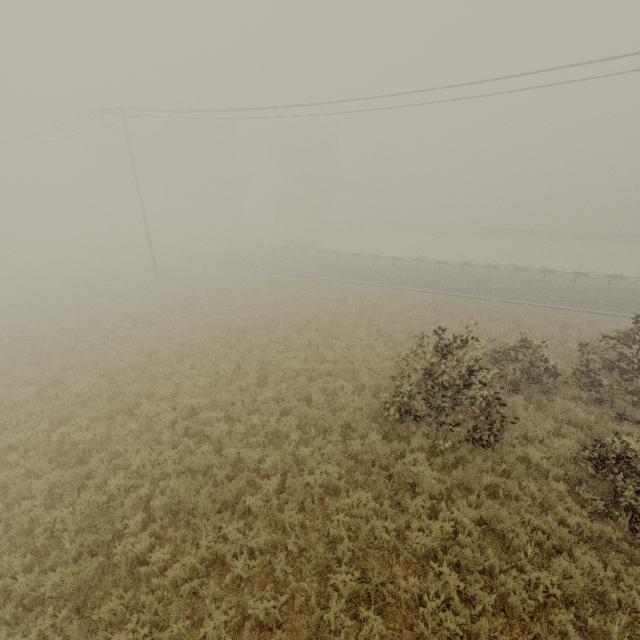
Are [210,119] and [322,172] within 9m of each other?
no

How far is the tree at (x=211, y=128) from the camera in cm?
4400

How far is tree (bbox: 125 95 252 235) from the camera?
44.0m

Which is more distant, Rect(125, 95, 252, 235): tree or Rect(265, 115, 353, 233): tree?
Rect(265, 115, 353, 233): tree

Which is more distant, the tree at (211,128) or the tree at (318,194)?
the tree at (318,194)

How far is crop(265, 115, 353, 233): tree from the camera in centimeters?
4672cm
